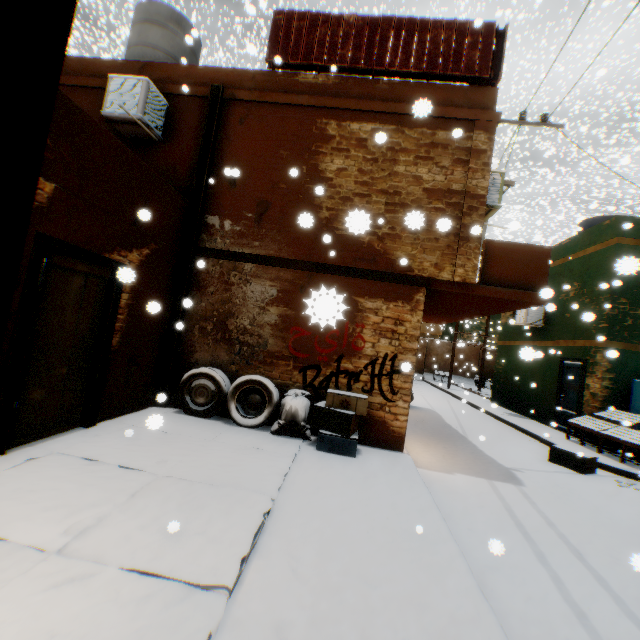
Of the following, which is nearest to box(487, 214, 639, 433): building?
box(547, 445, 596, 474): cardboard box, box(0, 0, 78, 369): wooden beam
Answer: box(0, 0, 78, 369): wooden beam

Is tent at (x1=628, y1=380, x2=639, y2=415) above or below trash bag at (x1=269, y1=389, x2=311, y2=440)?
above

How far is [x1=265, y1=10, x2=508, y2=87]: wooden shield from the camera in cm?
632

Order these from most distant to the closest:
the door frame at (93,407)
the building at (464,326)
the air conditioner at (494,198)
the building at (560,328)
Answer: the building at (464,326) → the building at (560,328) → the air conditioner at (494,198) → the door frame at (93,407)

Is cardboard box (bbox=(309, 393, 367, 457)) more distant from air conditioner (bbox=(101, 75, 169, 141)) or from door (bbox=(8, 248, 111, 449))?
air conditioner (bbox=(101, 75, 169, 141))

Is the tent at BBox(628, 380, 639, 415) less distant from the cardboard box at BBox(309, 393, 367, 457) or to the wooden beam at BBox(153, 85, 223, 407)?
the wooden beam at BBox(153, 85, 223, 407)

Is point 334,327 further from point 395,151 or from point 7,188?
point 395,151

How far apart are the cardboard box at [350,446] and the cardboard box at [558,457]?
4.8m
